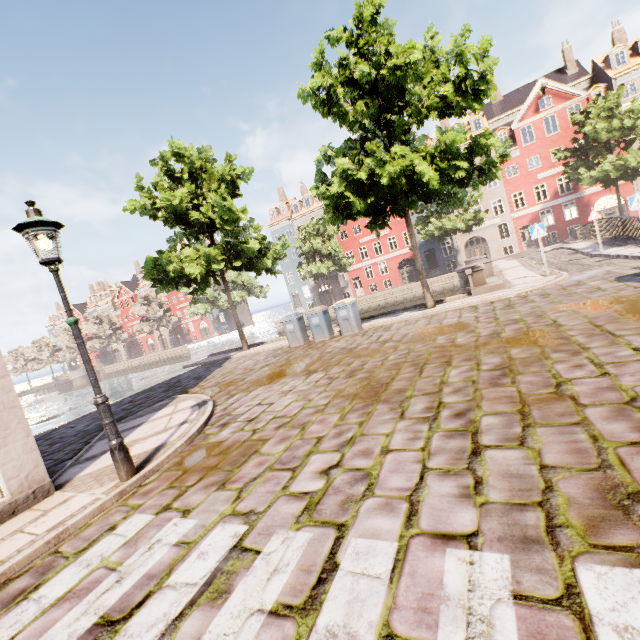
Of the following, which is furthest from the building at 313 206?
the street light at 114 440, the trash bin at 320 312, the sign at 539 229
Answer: the sign at 539 229

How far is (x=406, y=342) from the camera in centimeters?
835cm

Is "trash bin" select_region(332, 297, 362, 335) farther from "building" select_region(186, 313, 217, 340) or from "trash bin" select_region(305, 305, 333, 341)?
"building" select_region(186, 313, 217, 340)

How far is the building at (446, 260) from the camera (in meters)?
38.34

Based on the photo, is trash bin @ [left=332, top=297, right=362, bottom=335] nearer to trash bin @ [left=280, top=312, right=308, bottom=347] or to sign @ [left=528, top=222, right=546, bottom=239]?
trash bin @ [left=280, top=312, right=308, bottom=347]

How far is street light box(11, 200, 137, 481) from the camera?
4.1m

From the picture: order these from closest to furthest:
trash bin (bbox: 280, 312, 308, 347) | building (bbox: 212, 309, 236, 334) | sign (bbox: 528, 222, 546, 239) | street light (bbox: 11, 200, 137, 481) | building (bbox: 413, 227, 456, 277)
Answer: street light (bbox: 11, 200, 137, 481)
sign (bbox: 528, 222, 546, 239)
trash bin (bbox: 280, 312, 308, 347)
building (bbox: 413, 227, 456, 277)
building (bbox: 212, 309, 236, 334)

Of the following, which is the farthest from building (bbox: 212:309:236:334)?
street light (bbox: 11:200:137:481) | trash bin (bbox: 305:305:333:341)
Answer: trash bin (bbox: 305:305:333:341)
